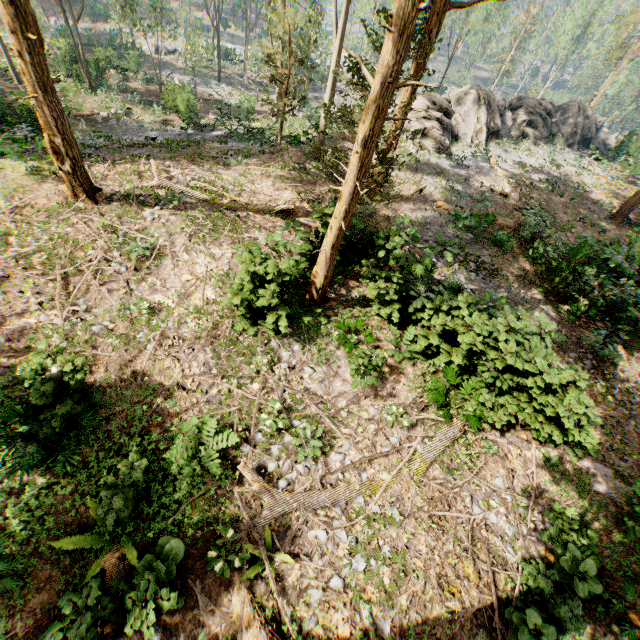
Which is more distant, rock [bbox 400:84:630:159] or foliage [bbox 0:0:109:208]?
rock [bbox 400:84:630:159]

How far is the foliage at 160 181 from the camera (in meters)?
13.90

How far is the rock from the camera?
23.78m

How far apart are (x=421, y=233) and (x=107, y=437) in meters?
15.5 m

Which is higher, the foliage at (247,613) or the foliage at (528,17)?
the foliage at (528,17)

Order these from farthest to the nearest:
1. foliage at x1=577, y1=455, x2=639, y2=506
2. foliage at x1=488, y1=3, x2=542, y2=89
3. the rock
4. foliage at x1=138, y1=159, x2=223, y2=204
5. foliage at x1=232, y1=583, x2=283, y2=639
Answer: foliage at x1=488, y1=3, x2=542, y2=89 < the rock < foliage at x1=138, y1=159, x2=223, y2=204 < foliage at x1=577, y1=455, x2=639, y2=506 < foliage at x1=232, y1=583, x2=283, y2=639

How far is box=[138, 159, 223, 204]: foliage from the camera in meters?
13.9
